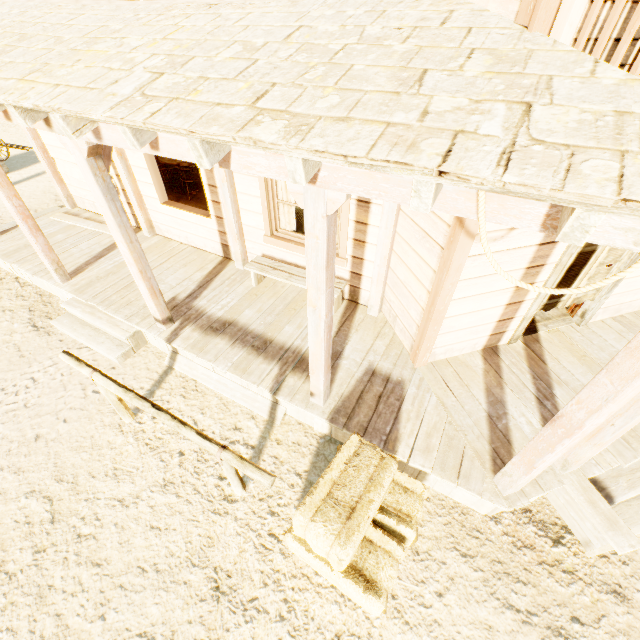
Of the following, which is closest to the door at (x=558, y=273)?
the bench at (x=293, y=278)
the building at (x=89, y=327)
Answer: the building at (x=89, y=327)

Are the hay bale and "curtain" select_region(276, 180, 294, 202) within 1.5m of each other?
no

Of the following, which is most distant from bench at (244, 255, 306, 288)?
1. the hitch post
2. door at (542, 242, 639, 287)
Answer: the hitch post

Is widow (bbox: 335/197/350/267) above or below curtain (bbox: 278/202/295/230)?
below

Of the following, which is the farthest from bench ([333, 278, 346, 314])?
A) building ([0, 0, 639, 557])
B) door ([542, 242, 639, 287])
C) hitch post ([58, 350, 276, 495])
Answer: hitch post ([58, 350, 276, 495])

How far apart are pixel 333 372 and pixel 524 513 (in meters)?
2.55

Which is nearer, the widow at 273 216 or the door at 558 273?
the door at 558 273

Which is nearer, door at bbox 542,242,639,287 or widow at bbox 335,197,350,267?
door at bbox 542,242,639,287
